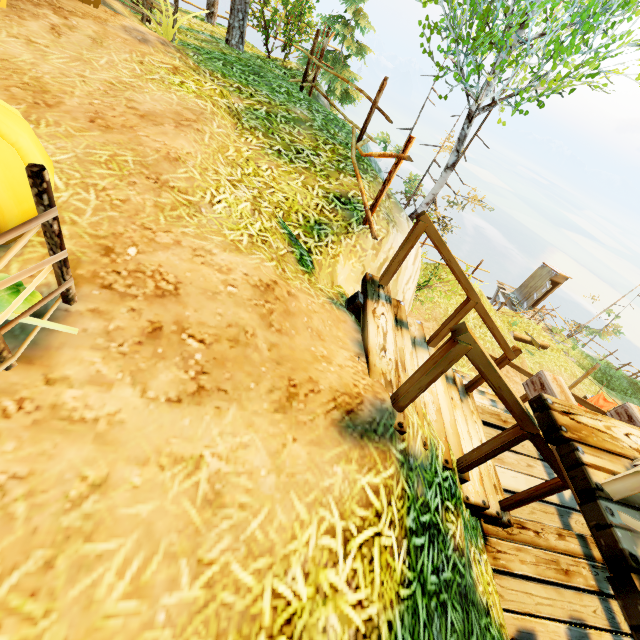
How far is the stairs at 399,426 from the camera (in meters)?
2.26

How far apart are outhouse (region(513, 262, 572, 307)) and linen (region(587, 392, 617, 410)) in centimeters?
1353cm

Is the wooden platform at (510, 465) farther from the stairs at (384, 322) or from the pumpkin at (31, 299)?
the pumpkin at (31, 299)

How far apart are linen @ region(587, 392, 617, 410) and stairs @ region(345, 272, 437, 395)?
Result: 7.3 meters

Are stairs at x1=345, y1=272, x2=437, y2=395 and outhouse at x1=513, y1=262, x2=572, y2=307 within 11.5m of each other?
no

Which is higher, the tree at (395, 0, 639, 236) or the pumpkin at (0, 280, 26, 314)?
the tree at (395, 0, 639, 236)

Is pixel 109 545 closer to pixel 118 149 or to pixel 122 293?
pixel 122 293
